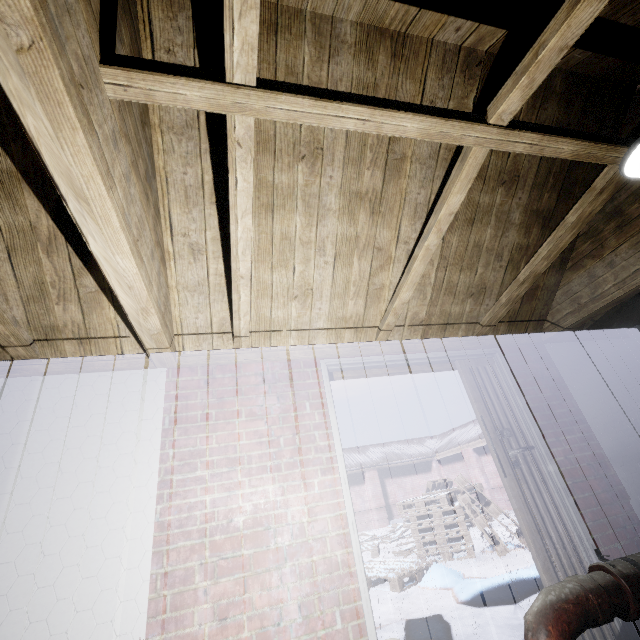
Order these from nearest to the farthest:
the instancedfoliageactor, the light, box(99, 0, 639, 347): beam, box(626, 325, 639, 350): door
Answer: box(99, 0, 639, 347): beam
the light
box(626, 325, 639, 350): door
the instancedfoliageactor

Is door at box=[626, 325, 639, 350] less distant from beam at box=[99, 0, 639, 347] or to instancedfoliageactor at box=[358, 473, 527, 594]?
beam at box=[99, 0, 639, 347]

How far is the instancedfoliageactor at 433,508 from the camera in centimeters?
487cm

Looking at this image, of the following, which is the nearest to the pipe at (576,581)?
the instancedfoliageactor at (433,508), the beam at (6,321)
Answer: the instancedfoliageactor at (433,508)

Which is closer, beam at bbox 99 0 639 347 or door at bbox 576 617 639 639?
beam at bbox 99 0 639 347

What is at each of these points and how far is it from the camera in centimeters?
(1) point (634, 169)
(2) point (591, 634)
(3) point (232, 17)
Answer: (1) light, 159cm
(2) door, 189cm
(3) beam, 91cm

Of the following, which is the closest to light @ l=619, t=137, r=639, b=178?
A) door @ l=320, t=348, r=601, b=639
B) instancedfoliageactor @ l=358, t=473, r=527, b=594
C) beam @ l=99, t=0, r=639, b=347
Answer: beam @ l=99, t=0, r=639, b=347

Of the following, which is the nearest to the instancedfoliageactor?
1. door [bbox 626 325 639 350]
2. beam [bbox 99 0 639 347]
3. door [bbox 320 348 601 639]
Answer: door [bbox 320 348 601 639]
